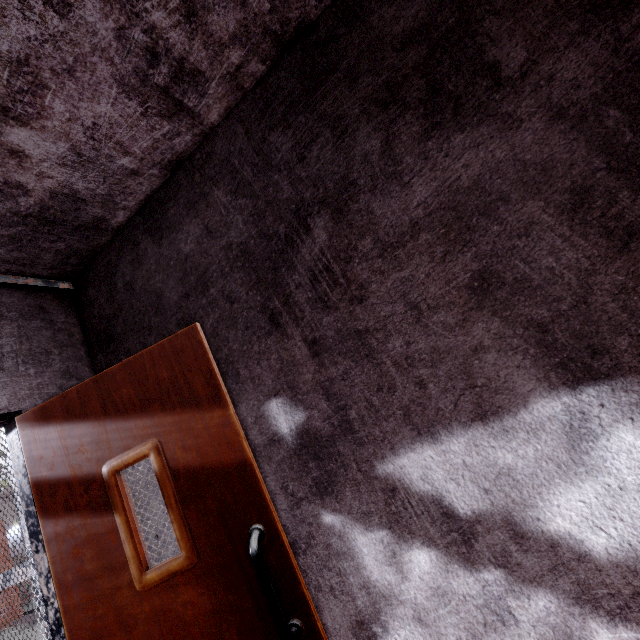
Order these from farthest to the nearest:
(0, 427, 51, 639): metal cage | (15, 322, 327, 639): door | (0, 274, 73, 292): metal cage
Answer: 1. (0, 427, 51, 639): metal cage
2. (0, 274, 73, 292): metal cage
3. (15, 322, 327, 639): door

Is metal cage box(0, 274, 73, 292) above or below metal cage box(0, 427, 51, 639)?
above

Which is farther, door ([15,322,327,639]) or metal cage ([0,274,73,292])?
metal cage ([0,274,73,292])

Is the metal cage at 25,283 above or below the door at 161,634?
above

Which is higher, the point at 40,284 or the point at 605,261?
the point at 40,284

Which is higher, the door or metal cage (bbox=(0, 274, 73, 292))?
metal cage (bbox=(0, 274, 73, 292))

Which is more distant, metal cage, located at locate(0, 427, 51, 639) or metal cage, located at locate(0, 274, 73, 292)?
metal cage, located at locate(0, 427, 51, 639)

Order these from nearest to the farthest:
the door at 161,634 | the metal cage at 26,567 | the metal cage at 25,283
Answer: the door at 161,634 < the metal cage at 25,283 < the metal cage at 26,567
